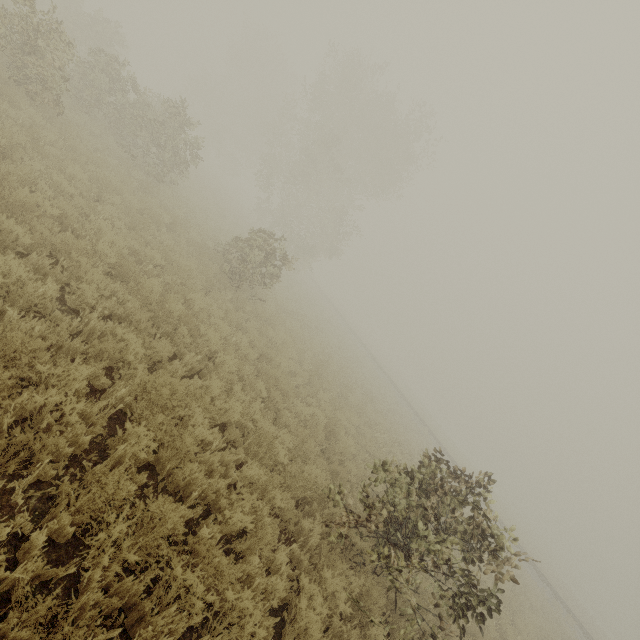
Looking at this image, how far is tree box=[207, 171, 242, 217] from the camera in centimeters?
2978cm

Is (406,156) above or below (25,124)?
above

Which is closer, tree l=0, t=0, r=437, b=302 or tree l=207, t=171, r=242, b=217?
tree l=0, t=0, r=437, b=302

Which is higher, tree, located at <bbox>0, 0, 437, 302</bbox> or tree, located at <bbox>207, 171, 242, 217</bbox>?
tree, located at <bbox>0, 0, 437, 302</bbox>

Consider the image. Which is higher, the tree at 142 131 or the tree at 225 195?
the tree at 142 131

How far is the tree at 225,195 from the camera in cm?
Result: 2978
